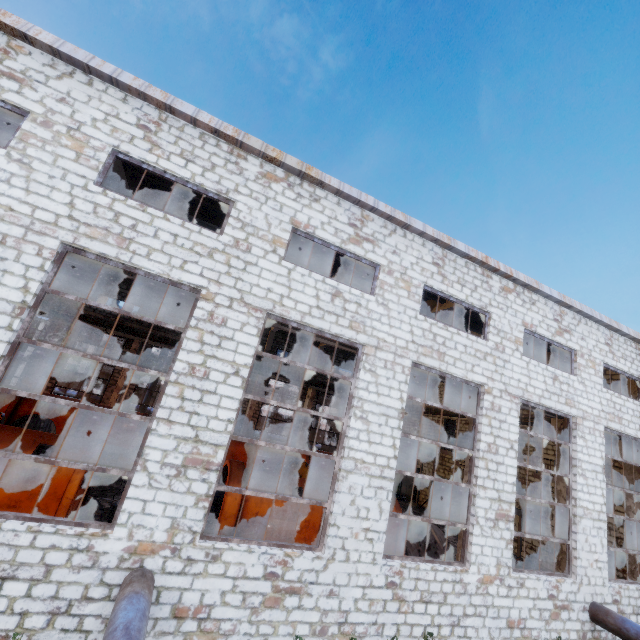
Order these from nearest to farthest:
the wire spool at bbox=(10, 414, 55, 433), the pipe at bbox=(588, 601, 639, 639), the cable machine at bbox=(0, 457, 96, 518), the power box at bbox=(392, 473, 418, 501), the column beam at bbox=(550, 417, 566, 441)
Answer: the cable machine at bbox=(0, 457, 96, 518), the pipe at bbox=(588, 601, 639, 639), the column beam at bbox=(550, 417, 566, 441), the wire spool at bbox=(10, 414, 55, 433), the power box at bbox=(392, 473, 418, 501)

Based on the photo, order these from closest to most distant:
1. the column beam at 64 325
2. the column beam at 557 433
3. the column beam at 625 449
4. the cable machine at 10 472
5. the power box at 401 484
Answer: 1. the cable machine at 10 472
2. the column beam at 557 433
3. the column beam at 625 449
4. the column beam at 64 325
5. the power box at 401 484

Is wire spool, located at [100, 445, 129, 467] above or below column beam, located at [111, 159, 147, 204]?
below

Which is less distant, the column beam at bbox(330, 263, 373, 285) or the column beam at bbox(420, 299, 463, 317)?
the column beam at bbox(330, 263, 373, 285)

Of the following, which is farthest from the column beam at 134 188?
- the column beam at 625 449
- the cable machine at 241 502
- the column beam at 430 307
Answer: the column beam at 625 449

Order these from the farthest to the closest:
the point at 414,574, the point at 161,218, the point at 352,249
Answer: the point at 352,249 < the point at 414,574 < the point at 161,218

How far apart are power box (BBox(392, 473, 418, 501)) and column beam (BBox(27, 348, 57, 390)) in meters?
26.3

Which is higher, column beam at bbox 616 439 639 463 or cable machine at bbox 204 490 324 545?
column beam at bbox 616 439 639 463
